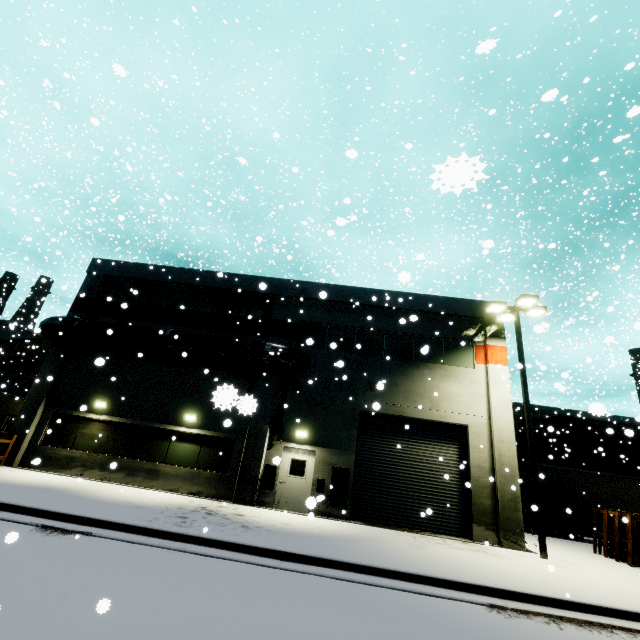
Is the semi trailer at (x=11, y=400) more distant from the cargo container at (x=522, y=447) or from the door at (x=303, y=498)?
the cargo container at (x=522, y=447)

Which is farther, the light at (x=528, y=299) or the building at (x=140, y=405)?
the building at (x=140, y=405)

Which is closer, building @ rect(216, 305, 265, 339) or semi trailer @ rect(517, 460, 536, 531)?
building @ rect(216, 305, 265, 339)

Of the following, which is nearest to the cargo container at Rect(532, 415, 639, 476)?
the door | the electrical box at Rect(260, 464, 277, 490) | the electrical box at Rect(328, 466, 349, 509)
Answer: the electrical box at Rect(328, 466, 349, 509)

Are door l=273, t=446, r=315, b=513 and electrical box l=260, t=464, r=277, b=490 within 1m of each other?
Answer: yes

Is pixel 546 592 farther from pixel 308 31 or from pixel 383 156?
pixel 383 156

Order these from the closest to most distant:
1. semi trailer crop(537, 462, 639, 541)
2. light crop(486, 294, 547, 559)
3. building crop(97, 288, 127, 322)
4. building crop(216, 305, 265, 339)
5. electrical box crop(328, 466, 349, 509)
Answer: light crop(486, 294, 547, 559) < electrical box crop(328, 466, 349, 509) < building crop(216, 305, 265, 339) < building crop(97, 288, 127, 322) < semi trailer crop(537, 462, 639, 541)

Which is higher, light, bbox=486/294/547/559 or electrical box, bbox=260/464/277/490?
light, bbox=486/294/547/559
